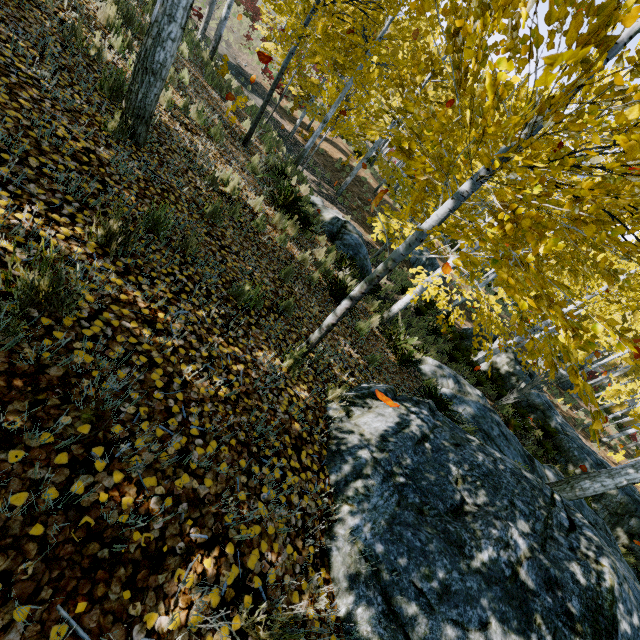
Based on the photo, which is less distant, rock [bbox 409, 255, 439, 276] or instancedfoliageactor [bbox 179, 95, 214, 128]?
instancedfoliageactor [bbox 179, 95, 214, 128]

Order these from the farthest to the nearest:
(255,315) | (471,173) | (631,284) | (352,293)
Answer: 1. (471,173)
2. (631,284)
3. (255,315)
4. (352,293)

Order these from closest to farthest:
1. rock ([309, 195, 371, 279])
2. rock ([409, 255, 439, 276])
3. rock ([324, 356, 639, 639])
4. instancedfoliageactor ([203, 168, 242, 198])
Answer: rock ([324, 356, 639, 639]), instancedfoliageactor ([203, 168, 242, 198]), rock ([309, 195, 371, 279]), rock ([409, 255, 439, 276])

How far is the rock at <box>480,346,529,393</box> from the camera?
14.6 meters

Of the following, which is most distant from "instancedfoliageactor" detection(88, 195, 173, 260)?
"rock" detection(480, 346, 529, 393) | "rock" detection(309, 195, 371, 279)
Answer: "rock" detection(480, 346, 529, 393)

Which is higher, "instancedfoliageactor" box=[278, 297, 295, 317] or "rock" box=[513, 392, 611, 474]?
"instancedfoliageactor" box=[278, 297, 295, 317]

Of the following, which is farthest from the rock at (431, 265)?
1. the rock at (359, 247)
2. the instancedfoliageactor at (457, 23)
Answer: the rock at (359, 247)

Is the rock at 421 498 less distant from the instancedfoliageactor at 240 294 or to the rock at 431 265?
the instancedfoliageactor at 240 294
